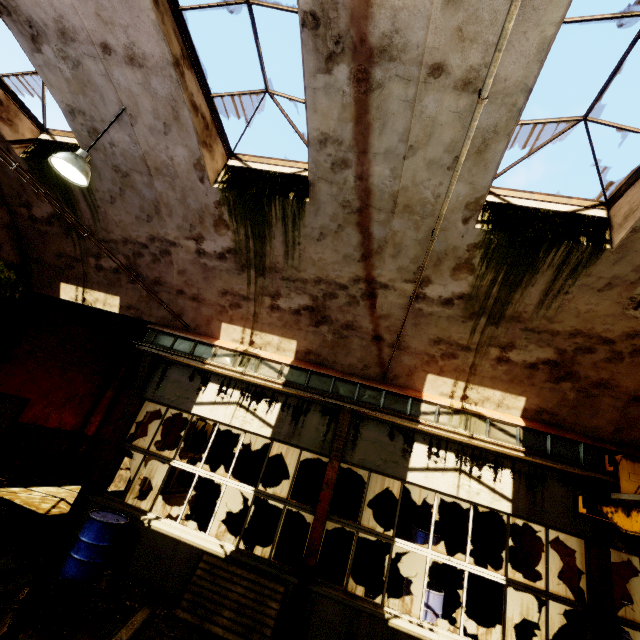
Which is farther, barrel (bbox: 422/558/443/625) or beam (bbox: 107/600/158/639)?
barrel (bbox: 422/558/443/625)

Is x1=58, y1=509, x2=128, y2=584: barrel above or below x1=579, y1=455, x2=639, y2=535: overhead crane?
below

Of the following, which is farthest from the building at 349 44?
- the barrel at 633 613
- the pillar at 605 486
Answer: the barrel at 633 613

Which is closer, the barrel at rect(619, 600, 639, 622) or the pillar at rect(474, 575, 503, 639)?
the barrel at rect(619, 600, 639, 622)

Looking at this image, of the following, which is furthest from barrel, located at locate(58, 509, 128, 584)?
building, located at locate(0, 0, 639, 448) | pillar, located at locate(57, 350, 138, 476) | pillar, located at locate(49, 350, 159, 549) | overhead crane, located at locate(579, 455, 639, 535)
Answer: overhead crane, located at locate(579, 455, 639, 535)

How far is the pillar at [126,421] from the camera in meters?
6.6 m

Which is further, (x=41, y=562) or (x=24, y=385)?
(x=24, y=385)

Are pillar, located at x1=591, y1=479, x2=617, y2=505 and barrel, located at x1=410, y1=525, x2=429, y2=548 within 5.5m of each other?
yes
